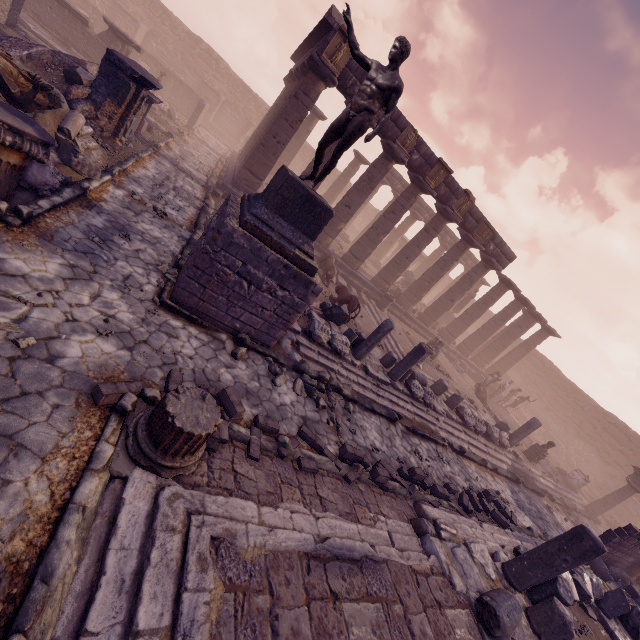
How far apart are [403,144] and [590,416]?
26.9 meters

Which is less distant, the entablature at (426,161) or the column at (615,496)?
the entablature at (426,161)

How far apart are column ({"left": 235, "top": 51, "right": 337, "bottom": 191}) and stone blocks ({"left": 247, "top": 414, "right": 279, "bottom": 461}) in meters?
13.9 m

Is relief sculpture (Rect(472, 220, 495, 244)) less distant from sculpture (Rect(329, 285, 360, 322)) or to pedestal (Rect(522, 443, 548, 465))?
sculpture (Rect(329, 285, 360, 322))

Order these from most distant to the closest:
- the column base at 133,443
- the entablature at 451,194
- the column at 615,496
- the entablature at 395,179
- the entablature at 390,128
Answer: the entablature at 395,179
the column at 615,496
the entablature at 451,194
the entablature at 390,128
the column base at 133,443

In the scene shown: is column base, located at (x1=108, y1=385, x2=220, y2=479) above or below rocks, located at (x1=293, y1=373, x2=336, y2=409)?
above

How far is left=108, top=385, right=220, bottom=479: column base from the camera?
3.40m

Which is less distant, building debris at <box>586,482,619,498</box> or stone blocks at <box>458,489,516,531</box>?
stone blocks at <box>458,489,516,531</box>
